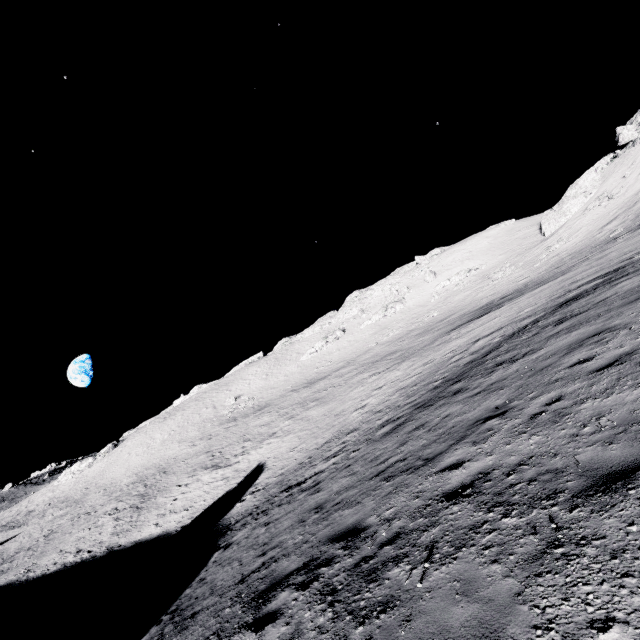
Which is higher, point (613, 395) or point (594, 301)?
point (594, 301)
